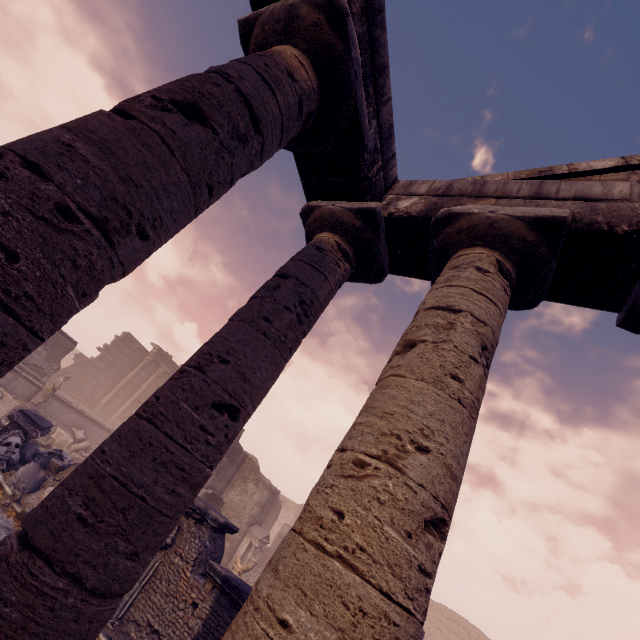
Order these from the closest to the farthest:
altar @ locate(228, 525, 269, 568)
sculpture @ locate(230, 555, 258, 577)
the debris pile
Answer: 1. the debris pile
2. sculpture @ locate(230, 555, 258, 577)
3. altar @ locate(228, 525, 269, 568)

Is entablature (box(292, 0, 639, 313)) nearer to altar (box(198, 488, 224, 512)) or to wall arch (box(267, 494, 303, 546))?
altar (box(198, 488, 224, 512))

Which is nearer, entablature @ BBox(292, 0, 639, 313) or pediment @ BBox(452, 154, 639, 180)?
entablature @ BBox(292, 0, 639, 313)

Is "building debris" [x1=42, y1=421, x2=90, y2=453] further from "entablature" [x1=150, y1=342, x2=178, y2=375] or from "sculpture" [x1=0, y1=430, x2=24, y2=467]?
"entablature" [x1=150, y1=342, x2=178, y2=375]

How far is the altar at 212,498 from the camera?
14.8 meters

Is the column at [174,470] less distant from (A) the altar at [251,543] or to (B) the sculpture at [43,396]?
(B) the sculpture at [43,396]

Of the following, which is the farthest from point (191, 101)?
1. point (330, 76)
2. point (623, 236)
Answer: point (623, 236)

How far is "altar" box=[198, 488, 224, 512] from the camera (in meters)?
14.82
